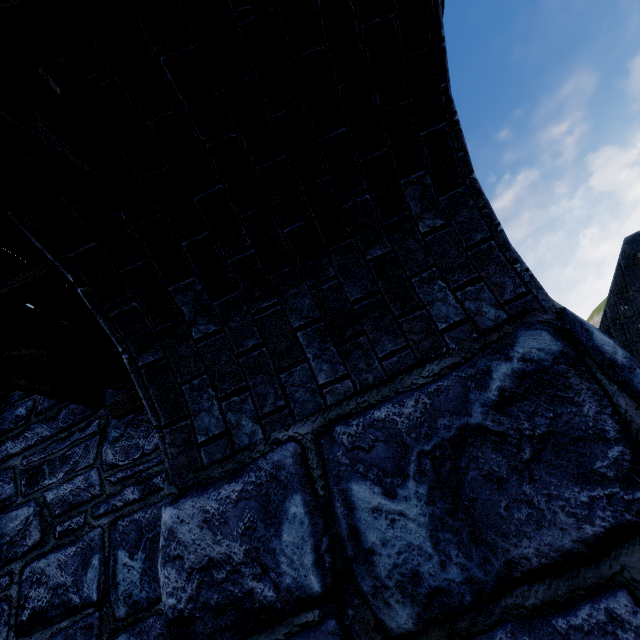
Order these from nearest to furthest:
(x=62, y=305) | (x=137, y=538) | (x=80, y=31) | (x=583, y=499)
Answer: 1. (x=80, y=31)
2. (x=583, y=499)
3. (x=62, y=305)
4. (x=137, y=538)
